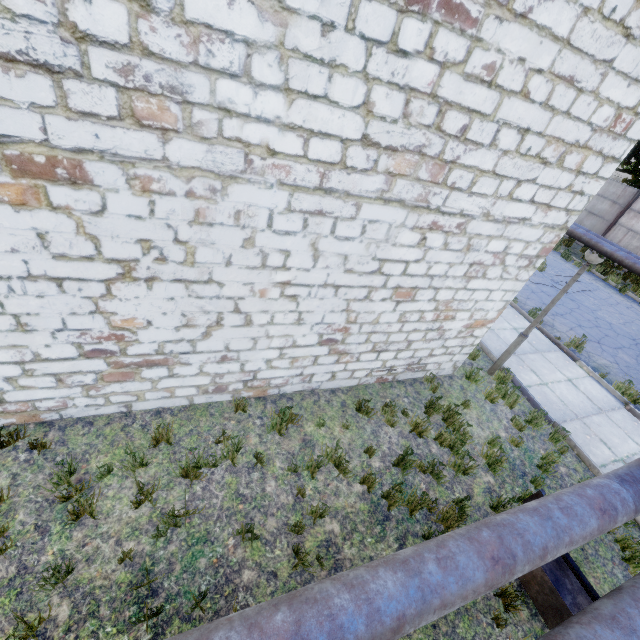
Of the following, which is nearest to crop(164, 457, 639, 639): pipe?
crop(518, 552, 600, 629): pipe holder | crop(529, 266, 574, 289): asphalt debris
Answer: crop(518, 552, 600, 629): pipe holder

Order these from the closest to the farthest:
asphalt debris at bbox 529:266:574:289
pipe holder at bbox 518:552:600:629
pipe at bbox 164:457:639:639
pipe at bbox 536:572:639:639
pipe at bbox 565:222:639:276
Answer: pipe at bbox 164:457:639:639 → pipe at bbox 536:572:639:639 → pipe holder at bbox 518:552:600:629 → asphalt debris at bbox 529:266:574:289 → pipe at bbox 565:222:639:276

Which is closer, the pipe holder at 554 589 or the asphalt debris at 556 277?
the pipe holder at 554 589

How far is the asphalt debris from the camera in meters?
13.4

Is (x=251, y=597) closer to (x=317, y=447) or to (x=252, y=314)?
(x=317, y=447)

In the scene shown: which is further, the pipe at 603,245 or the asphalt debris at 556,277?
the pipe at 603,245

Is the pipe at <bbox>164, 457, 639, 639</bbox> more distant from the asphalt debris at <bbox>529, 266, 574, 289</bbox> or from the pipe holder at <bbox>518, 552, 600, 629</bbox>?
the asphalt debris at <bbox>529, 266, 574, 289</bbox>

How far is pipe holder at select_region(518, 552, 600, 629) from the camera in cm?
392
